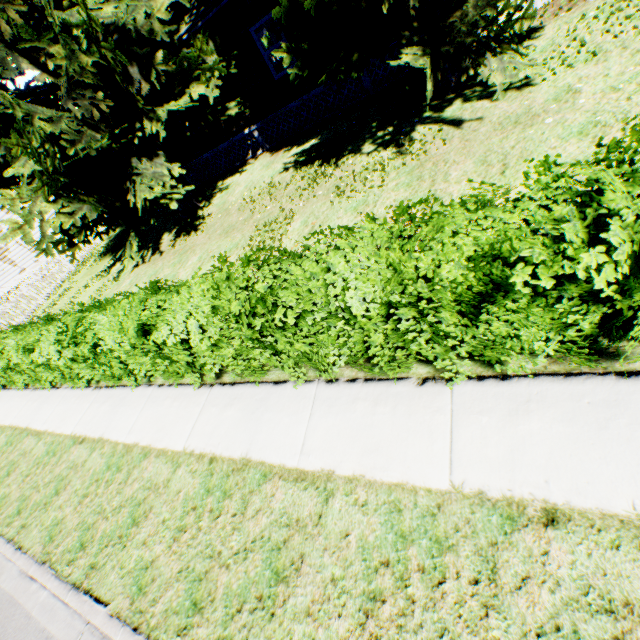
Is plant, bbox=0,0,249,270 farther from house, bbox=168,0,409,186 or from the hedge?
the hedge

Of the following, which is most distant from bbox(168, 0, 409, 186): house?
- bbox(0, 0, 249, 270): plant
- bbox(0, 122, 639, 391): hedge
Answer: bbox(0, 122, 639, 391): hedge

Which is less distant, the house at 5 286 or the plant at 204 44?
the plant at 204 44

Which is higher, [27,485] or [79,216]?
[79,216]

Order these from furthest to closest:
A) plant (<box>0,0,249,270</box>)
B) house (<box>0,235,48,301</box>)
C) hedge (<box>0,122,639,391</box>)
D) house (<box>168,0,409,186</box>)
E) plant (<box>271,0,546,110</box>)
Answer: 1. house (<box>0,235,48,301</box>)
2. house (<box>168,0,409,186</box>)
3. plant (<box>0,0,249,270</box>)
4. plant (<box>271,0,546,110</box>)
5. hedge (<box>0,122,639,391</box>)
